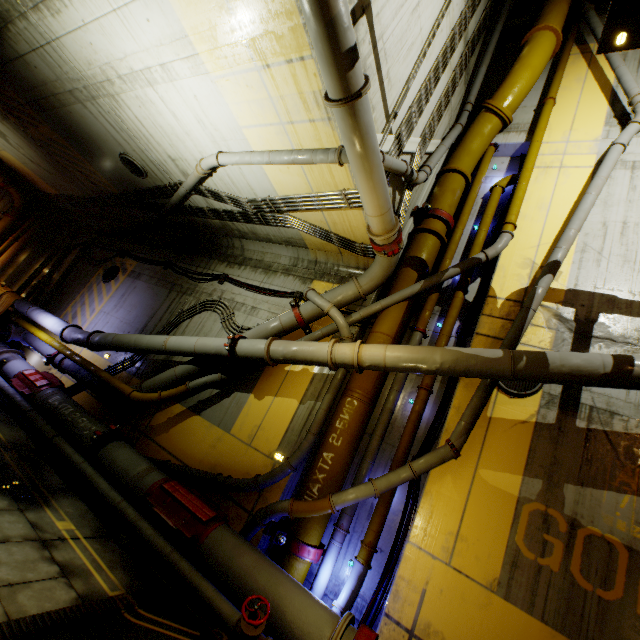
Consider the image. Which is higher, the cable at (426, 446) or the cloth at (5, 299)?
the cable at (426, 446)

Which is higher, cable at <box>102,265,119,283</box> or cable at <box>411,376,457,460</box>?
cable at <box>102,265,119,283</box>

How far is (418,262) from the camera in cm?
768

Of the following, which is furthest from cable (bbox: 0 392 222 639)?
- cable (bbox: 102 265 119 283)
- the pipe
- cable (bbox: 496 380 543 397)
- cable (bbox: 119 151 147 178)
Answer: cable (bbox: 119 151 147 178)

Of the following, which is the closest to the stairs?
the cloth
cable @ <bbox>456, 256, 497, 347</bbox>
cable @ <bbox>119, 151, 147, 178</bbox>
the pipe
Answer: the pipe

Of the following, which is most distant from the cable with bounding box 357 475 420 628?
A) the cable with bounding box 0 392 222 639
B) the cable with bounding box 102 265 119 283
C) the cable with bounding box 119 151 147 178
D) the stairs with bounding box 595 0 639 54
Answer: the cable with bounding box 119 151 147 178

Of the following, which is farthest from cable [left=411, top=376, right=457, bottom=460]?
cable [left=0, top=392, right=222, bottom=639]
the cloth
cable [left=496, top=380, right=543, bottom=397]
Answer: the cloth

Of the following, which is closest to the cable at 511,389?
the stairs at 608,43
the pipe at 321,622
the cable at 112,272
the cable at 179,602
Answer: the pipe at 321,622
